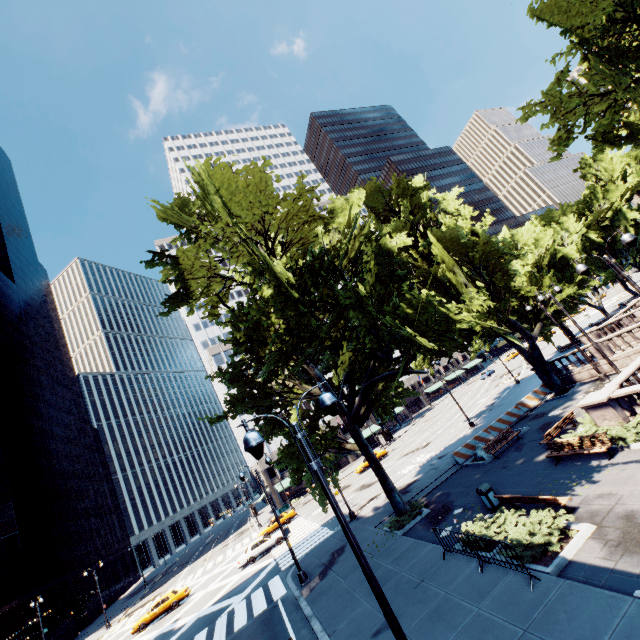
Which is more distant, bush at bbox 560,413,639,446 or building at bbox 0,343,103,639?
building at bbox 0,343,103,639

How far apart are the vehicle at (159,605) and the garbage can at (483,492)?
32.10m

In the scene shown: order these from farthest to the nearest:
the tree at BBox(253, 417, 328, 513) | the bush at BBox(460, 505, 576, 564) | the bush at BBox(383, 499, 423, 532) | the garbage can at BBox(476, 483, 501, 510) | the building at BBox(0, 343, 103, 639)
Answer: the building at BBox(0, 343, 103, 639)
the bush at BBox(383, 499, 423, 532)
the tree at BBox(253, 417, 328, 513)
the garbage can at BBox(476, 483, 501, 510)
the bush at BBox(460, 505, 576, 564)

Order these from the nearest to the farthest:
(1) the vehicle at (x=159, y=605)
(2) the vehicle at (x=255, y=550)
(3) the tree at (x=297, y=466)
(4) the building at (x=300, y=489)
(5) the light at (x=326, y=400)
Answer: (5) the light at (x=326, y=400) < (3) the tree at (x=297, y=466) < (1) the vehicle at (x=159, y=605) < (2) the vehicle at (x=255, y=550) < (4) the building at (x=300, y=489)

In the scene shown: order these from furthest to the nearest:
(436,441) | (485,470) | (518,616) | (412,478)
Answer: (436,441), (412,478), (485,470), (518,616)

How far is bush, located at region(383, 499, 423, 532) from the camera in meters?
18.4 m

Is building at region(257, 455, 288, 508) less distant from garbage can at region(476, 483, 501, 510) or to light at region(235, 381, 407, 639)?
garbage can at region(476, 483, 501, 510)

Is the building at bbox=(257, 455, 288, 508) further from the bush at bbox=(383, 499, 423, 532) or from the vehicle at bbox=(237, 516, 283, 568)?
the bush at bbox=(383, 499, 423, 532)
